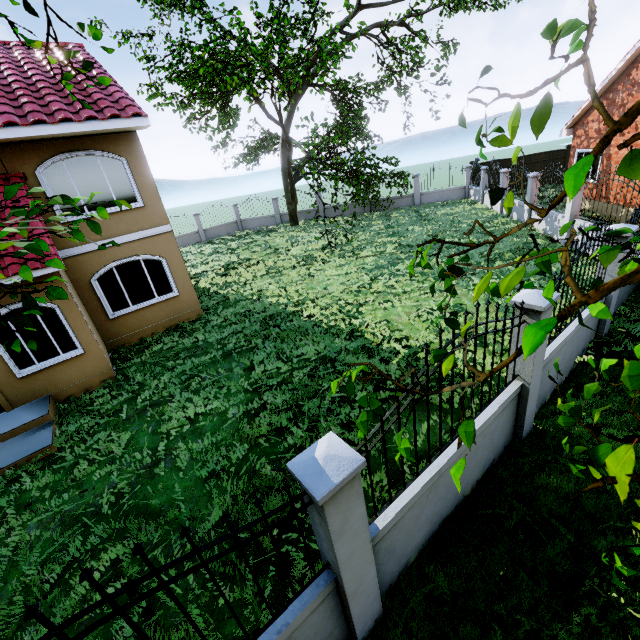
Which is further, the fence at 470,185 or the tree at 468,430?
the fence at 470,185

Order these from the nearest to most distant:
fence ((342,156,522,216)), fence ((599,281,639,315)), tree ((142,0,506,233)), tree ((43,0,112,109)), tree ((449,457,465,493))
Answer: tree ((449,457,465,493))
tree ((43,0,112,109))
fence ((599,281,639,315))
tree ((142,0,506,233))
fence ((342,156,522,216))

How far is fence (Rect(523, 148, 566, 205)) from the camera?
13.2 meters

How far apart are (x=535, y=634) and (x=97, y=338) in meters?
10.3

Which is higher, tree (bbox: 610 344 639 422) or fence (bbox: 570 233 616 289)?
tree (bbox: 610 344 639 422)

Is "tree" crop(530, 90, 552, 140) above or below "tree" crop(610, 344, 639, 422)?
above

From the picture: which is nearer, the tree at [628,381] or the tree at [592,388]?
the tree at [628,381]

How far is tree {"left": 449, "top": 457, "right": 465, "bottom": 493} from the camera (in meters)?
1.31
